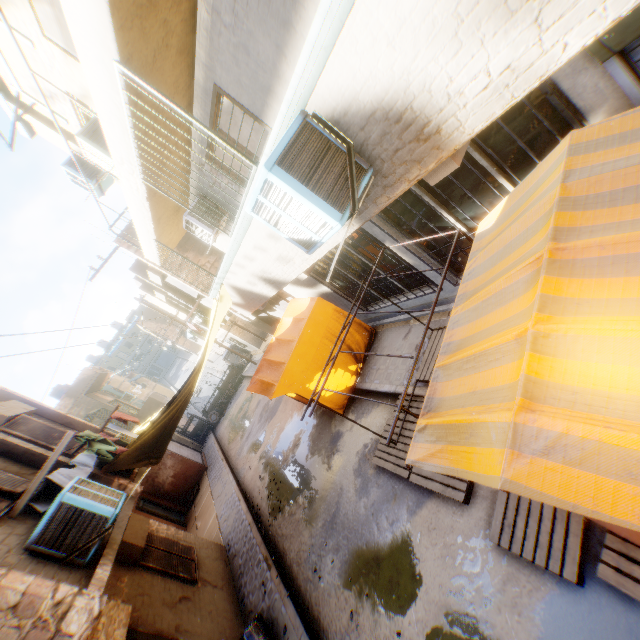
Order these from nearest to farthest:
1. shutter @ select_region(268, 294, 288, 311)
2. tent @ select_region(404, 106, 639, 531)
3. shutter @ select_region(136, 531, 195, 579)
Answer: tent @ select_region(404, 106, 639, 531), shutter @ select_region(136, 531, 195, 579), shutter @ select_region(268, 294, 288, 311)

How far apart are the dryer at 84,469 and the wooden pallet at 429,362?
5.1m

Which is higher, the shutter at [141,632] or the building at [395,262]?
the shutter at [141,632]

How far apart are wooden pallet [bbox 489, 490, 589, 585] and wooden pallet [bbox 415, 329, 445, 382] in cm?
3

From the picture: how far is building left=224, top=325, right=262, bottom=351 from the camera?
24.22m

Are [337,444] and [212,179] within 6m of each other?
no

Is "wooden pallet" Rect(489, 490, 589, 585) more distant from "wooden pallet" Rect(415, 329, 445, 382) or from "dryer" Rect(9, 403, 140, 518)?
"dryer" Rect(9, 403, 140, 518)

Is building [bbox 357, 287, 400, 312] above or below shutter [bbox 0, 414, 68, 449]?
below
